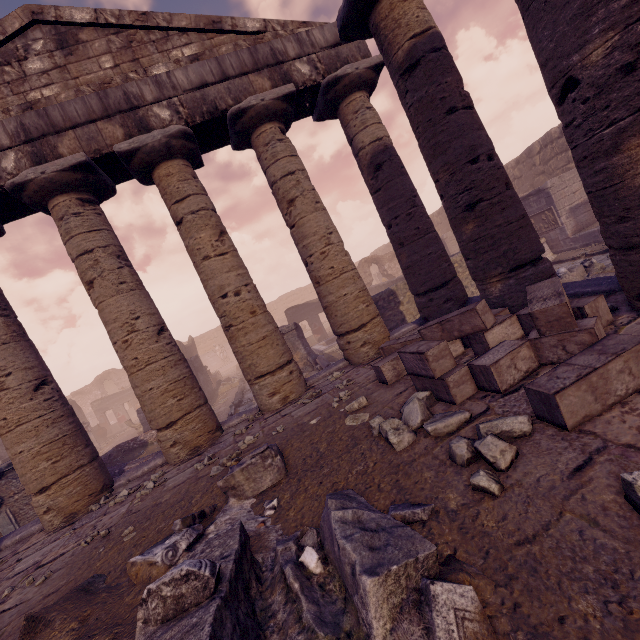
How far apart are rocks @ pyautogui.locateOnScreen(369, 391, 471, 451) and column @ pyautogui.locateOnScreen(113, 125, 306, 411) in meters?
2.9 m

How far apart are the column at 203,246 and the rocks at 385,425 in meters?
2.9 m

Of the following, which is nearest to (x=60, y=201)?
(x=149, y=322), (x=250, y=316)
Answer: (x=149, y=322)

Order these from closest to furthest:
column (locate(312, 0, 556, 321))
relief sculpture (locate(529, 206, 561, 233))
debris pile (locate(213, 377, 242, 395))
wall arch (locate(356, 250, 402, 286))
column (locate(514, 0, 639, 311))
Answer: column (locate(514, 0, 639, 311)) < column (locate(312, 0, 556, 321)) < relief sculpture (locate(529, 206, 561, 233)) < debris pile (locate(213, 377, 242, 395)) < wall arch (locate(356, 250, 402, 286))

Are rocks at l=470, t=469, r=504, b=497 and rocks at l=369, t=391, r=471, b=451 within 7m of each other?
yes

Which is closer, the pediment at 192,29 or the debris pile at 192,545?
the debris pile at 192,545

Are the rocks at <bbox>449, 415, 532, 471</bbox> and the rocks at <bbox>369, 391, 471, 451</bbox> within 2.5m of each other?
yes

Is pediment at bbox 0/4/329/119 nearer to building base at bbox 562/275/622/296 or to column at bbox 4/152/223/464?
column at bbox 4/152/223/464
